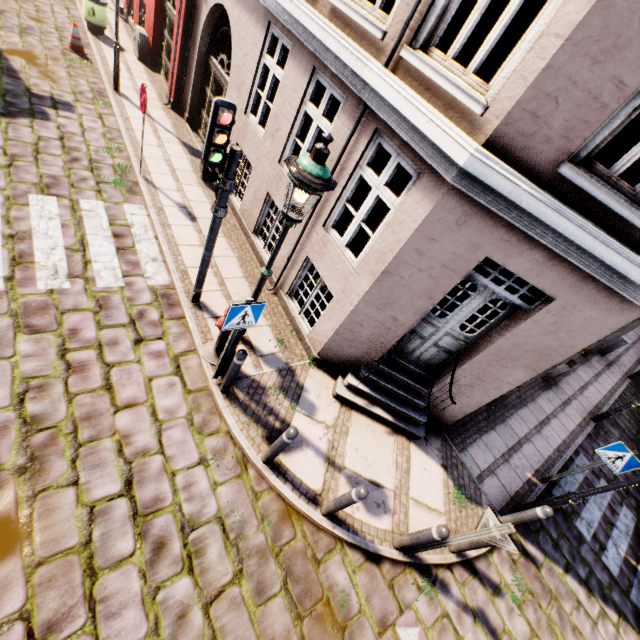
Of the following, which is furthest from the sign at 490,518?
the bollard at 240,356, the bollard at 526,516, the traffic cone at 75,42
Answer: the traffic cone at 75,42

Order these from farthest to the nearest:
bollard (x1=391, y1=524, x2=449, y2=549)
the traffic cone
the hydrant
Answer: the traffic cone, the hydrant, bollard (x1=391, y1=524, x2=449, y2=549)

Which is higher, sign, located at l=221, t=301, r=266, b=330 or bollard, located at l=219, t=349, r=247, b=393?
sign, located at l=221, t=301, r=266, b=330

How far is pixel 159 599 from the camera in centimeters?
349cm

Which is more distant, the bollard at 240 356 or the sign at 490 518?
the bollard at 240 356

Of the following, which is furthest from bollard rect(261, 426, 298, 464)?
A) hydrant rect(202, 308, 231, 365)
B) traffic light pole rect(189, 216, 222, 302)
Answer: traffic light pole rect(189, 216, 222, 302)

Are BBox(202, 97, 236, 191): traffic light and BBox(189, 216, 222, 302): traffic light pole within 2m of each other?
yes

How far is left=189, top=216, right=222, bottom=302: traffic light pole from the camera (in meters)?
4.87
